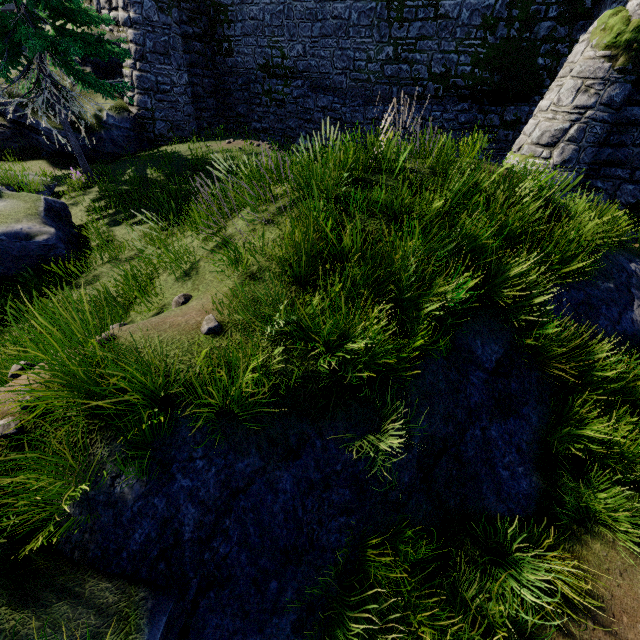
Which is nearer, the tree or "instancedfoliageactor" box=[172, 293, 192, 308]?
"instancedfoliageactor" box=[172, 293, 192, 308]

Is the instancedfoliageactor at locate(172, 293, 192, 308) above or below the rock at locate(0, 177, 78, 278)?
above

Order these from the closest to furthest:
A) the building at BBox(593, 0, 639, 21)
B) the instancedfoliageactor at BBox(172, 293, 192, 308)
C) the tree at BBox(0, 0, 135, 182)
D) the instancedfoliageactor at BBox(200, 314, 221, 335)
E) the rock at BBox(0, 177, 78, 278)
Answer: the instancedfoliageactor at BBox(200, 314, 221, 335) → the instancedfoliageactor at BBox(172, 293, 192, 308) → the rock at BBox(0, 177, 78, 278) → the building at BBox(593, 0, 639, 21) → the tree at BBox(0, 0, 135, 182)

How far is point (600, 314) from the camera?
5.7 meters

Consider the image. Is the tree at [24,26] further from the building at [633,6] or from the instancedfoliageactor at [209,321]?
the building at [633,6]

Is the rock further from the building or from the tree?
the building

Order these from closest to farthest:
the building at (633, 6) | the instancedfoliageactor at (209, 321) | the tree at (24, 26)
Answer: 1. the instancedfoliageactor at (209, 321)
2. the building at (633, 6)
3. the tree at (24, 26)

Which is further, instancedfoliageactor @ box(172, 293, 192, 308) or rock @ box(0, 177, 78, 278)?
rock @ box(0, 177, 78, 278)
